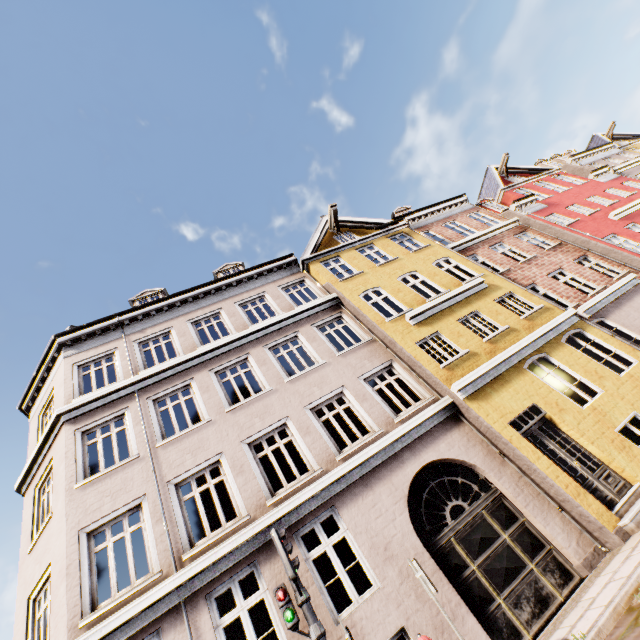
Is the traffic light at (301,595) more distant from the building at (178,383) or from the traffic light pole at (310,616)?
the building at (178,383)

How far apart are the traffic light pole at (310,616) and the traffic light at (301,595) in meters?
0.0

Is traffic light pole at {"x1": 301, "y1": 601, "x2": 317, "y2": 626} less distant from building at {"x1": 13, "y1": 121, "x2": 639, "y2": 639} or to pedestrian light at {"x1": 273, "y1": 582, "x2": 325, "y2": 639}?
pedestrian light at {"x1": 273, "y1": 582, "x2": 325, "y2": 639}

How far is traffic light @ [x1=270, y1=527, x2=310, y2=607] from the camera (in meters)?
4.93

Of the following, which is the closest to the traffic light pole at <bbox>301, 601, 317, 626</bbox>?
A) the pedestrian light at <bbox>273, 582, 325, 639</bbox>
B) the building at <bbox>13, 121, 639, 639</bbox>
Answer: the pedestrian light at <bbox>273, 582, 325, 639</bbox>

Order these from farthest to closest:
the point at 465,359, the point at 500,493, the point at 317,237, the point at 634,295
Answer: the point at 317,237, the point at 634,295, the point at 465,359, the point at 500,493

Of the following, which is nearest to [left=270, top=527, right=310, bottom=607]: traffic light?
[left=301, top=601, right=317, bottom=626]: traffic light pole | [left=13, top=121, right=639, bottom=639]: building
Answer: [left=301, top=601, right=317, bottom=626]: traffic light pole

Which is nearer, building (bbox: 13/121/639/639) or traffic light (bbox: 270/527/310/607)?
traffic light (bbox: 270/527/310/607)
